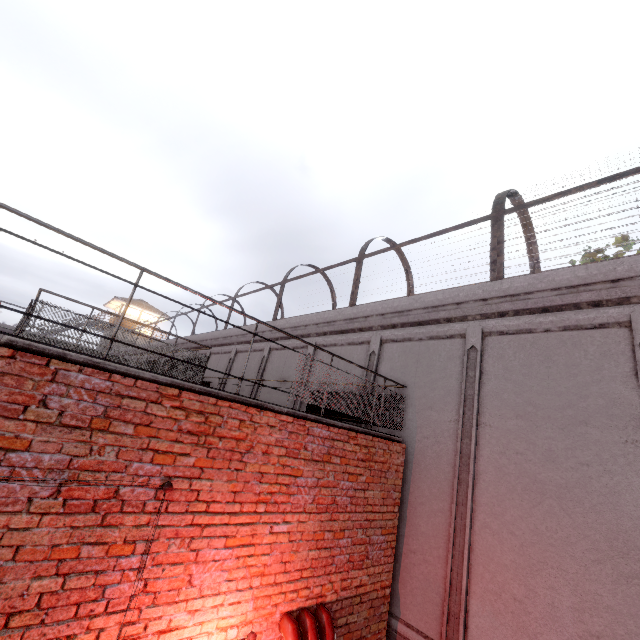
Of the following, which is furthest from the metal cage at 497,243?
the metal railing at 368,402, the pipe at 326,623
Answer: the pipe at 326,623

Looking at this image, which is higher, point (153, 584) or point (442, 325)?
point (442, 325)

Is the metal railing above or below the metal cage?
below

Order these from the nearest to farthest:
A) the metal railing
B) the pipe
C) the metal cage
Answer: the metal railing < the pipe < the metal cage

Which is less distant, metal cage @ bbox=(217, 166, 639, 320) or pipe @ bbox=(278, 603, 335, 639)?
pipe @ bbox=(278, 603, 335, 639)

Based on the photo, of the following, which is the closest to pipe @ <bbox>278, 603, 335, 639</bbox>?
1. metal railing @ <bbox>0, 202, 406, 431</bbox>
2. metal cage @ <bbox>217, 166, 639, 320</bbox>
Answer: metal railing @ <bbox>0, 202, 406, 431</bbox>

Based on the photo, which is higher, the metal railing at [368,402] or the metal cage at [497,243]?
the metal cage at [497,243]
